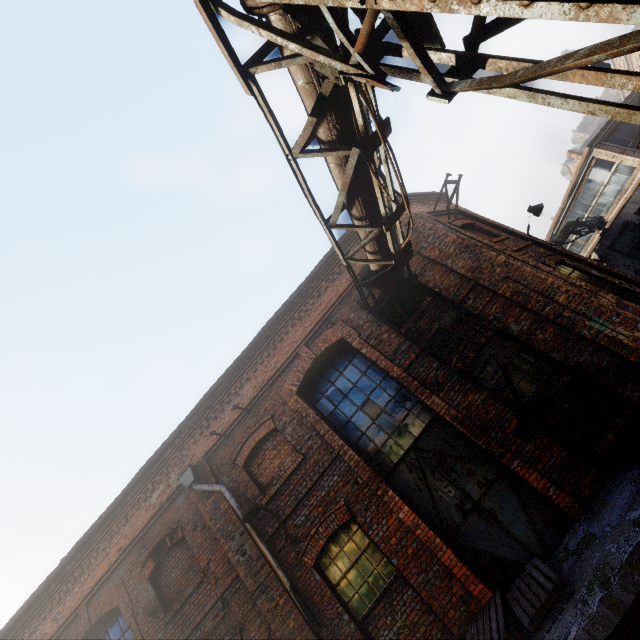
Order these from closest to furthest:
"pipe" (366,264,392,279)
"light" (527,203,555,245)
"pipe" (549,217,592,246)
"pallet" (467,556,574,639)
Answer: "pallet" (467,556,574,639) → "pipe" (366,264,392,279) → "light" (527,203,555,245) → "pipe" (549,217,592,246)

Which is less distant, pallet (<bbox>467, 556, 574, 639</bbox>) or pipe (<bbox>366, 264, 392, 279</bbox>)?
pallet (<bbox>467, 556, 574, 639</bbox>)

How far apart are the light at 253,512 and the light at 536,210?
10.71m

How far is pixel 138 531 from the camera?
8.17m

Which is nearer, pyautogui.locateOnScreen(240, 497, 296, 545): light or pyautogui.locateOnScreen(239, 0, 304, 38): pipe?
pyautogui.locateOnScreen(239, 0, 304, 38): pipe

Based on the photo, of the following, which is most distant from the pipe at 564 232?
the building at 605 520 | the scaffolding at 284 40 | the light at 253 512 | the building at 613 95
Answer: the building at 613 95

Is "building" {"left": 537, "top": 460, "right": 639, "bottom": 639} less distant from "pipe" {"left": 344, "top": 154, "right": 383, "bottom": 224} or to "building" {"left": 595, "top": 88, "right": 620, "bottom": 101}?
"pipe" {"left": 344, "top": 154, "right": 383, "bottom": 224}

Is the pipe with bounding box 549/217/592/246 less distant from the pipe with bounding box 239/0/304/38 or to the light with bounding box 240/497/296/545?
the pipe with bounding box 239/0/304/38
